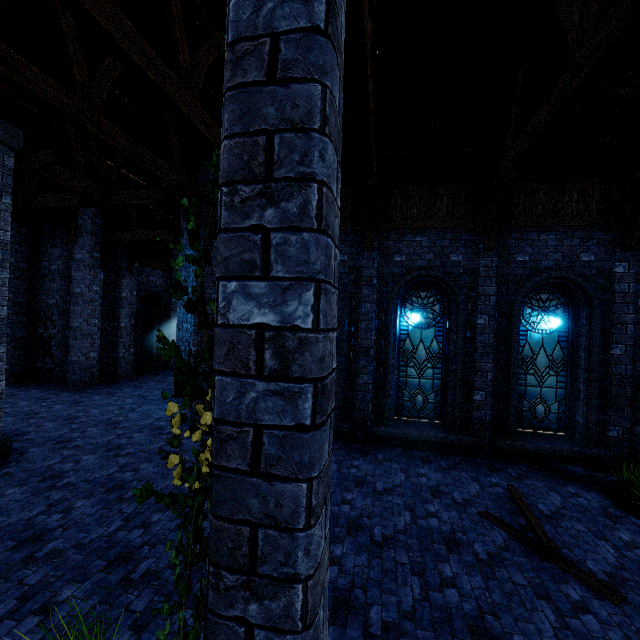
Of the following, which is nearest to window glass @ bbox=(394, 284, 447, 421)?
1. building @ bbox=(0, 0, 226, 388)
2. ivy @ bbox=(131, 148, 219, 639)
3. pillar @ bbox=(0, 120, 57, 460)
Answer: building @ bbox=(0, 0, 226, 388)

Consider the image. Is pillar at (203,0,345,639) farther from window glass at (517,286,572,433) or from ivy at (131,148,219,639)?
window glass at (517,286,572,433)

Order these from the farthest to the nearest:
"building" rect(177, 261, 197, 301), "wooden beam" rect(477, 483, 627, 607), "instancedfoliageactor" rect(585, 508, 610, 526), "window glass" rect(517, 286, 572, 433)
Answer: "building" rect(177, 261, 197, 301) → "window glass" rect(517, 286, 572, 433) → "instancedfoliageactor" rect(585, 508, 610, 526) → "wooden beam" rect(477, 483, 627, 607)

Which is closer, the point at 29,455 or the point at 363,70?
the point at 363,70

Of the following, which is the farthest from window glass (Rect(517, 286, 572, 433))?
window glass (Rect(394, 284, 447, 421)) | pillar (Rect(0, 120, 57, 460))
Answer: pillar (Rect(0, 120, 57, 460))

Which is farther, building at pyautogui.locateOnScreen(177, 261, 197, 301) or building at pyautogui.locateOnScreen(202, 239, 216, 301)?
building at pyautogui.locateOnScreen(177, 261, 197, 301)

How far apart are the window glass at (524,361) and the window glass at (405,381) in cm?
154

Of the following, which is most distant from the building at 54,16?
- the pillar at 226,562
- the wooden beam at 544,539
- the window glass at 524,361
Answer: the wooden beam at 544,539
